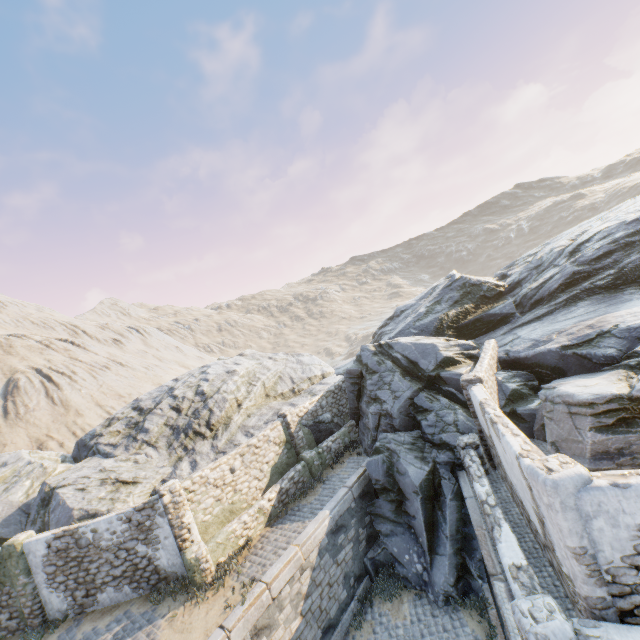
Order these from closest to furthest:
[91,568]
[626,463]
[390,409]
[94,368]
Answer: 1. [626,463]
2. [91,568]
3. [390,409]
4. [94,368]

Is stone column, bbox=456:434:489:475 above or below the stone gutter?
above

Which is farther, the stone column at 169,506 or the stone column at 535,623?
the stone column at 169,506

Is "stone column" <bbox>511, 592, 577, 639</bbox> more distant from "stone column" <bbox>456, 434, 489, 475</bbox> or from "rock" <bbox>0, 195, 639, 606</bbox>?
"stone column" <bbox>456, 434, 489, 475</bbox>

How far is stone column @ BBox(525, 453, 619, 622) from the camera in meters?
4.9

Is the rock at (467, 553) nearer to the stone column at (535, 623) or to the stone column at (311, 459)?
the stone column at (311, 459)

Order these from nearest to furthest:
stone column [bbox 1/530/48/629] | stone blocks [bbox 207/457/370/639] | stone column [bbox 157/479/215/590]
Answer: stone blocks [bbox 207/457/370/639], stone column [bbox 157/479/215/590], stone column [bbox 1/530/48/629]

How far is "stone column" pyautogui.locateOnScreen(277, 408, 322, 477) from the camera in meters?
14.8 m
